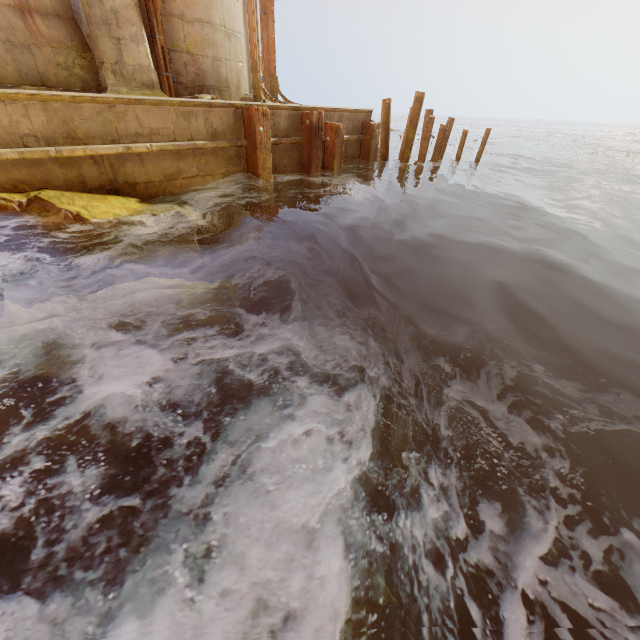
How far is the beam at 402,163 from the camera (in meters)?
9.42

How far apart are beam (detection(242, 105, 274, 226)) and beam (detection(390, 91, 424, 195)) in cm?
515

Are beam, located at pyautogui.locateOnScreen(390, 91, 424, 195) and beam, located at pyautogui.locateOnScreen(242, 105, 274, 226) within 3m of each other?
no

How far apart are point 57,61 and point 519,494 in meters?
9.7 m

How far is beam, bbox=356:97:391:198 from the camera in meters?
9.5 m

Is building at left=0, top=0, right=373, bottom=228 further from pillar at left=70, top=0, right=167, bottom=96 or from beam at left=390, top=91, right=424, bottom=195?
beam at left=390, top=91, right=424, bottom=195

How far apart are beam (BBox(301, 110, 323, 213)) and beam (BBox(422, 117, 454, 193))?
4.6 meters

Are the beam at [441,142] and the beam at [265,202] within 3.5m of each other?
no
